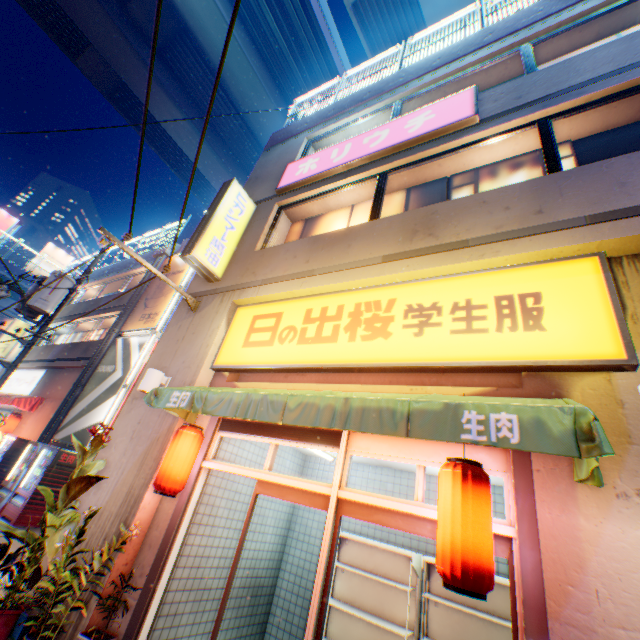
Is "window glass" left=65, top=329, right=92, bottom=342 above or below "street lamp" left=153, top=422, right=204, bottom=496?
above

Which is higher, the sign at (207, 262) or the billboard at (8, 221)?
the billboard at (8, 221)

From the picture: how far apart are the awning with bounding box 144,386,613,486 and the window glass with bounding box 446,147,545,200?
3.21m

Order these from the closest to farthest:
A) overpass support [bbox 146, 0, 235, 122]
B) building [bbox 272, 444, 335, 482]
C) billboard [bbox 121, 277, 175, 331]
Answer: building [bbox 272, 444, 335, 482] < billboard [bbox 121, 277, 175, 331] < overpass support [bbox 146, 0, 235, 122]

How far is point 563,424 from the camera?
2.2 meters

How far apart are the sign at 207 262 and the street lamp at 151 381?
2.31m

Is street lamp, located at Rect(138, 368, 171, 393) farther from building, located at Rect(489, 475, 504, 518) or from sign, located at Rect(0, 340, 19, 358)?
sign, located at Rect(0, 340, 19, 358)

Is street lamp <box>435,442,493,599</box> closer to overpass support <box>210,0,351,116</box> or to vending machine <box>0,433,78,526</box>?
vending machine <box>0,433,78,526</box>
